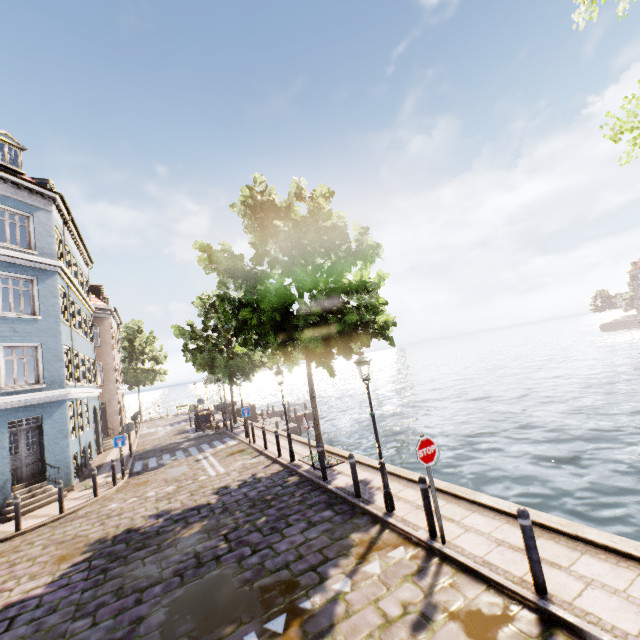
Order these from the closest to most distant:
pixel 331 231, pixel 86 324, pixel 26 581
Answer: pixel 26 581
pixel 331 231
pixel 86 324

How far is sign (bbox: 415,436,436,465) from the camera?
6.0 meters

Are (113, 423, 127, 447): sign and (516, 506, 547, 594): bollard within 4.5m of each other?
no

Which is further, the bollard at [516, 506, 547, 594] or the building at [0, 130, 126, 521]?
the building at [0, 130, 126, 521]

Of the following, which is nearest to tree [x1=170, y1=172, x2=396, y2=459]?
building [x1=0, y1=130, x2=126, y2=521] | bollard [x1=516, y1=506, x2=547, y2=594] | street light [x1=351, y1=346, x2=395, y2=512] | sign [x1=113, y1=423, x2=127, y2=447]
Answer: street light [x1=351, y1=346, x2=395, y2=512]

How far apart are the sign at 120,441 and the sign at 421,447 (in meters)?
15.04

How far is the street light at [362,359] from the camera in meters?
7.5 m

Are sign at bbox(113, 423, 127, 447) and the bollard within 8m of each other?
no
